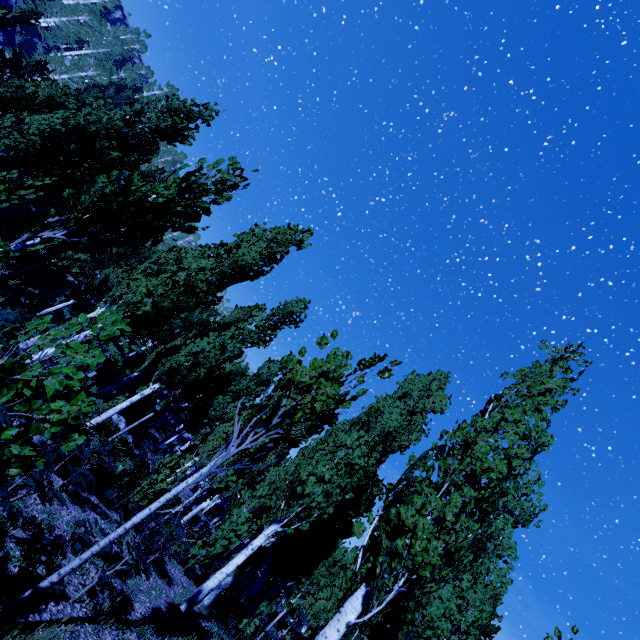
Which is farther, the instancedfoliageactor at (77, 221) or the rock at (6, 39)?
the rock at (6, 39)

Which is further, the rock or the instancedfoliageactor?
the rock

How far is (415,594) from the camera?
4.50m
